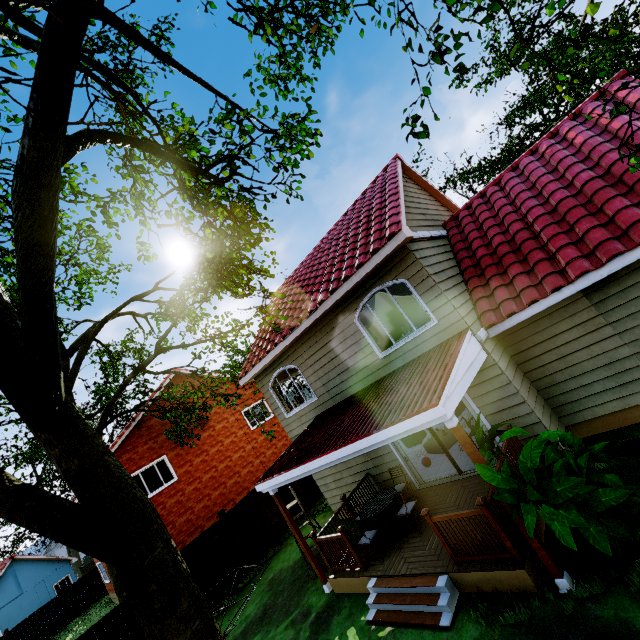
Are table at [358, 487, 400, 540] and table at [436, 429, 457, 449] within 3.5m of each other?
yes

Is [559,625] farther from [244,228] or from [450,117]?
[450,117]

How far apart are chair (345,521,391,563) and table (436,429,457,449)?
3.75m

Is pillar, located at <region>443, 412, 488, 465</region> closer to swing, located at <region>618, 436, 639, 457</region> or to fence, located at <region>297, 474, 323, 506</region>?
swing, located at <region>618, 436, 639, 457</region>

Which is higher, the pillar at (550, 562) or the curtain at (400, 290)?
the curtain at (400, 290)

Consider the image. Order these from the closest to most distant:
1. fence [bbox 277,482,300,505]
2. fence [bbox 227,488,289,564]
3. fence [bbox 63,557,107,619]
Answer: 1. fence [bbox 227,488,289,564]
2. fence [bbox 277,482,300,505]
3. fence [bbox 63,557,107,619]

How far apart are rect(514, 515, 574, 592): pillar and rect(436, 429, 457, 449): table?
5.57m

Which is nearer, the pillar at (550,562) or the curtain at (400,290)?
the pillar at (550,562)
